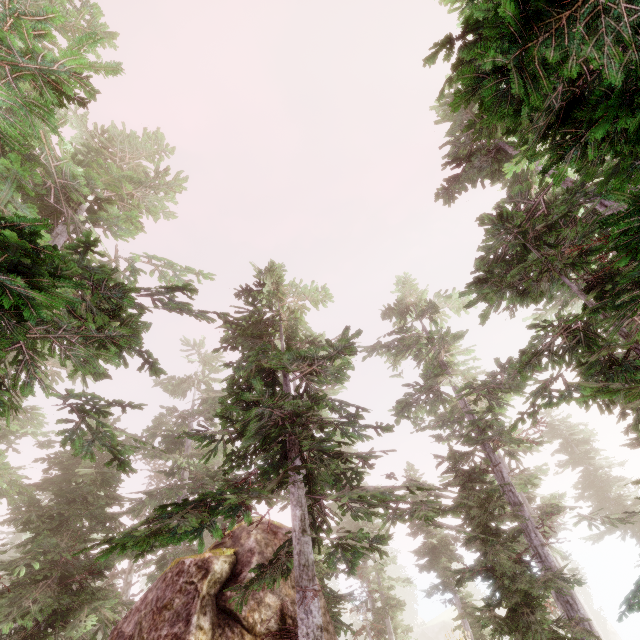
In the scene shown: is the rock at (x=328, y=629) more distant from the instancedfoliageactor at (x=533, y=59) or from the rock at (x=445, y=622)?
the rock at (x=445, y=622)

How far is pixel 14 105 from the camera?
4.6m

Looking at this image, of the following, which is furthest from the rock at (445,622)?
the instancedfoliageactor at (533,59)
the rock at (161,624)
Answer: the rock at (161,624)

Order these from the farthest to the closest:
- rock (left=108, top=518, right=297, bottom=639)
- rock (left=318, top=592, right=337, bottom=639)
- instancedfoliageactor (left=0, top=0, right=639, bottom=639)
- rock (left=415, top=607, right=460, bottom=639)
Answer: rock (left=415, top=607, right=460, bottom=639) → rock (left=318, top=592, right=337, bottom=639) → rock (left=108, top=518, right=297, bottom=639) → instancedfoliageactor (left=0, top=0, right=639, bottom=639)

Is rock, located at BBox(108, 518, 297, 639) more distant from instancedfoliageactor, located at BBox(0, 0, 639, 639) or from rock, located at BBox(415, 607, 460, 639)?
rock, located at BBox(415, 607, 460, 639)

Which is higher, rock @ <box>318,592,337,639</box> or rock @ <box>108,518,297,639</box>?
rock @ <box>108,518,297,639</box>

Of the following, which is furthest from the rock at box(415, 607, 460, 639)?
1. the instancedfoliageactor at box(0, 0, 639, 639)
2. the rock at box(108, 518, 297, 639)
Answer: the rock at box(108, 518, 297, 639)

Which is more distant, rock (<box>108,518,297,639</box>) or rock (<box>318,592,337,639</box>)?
rock (<box>318,592,337,639</box>)
